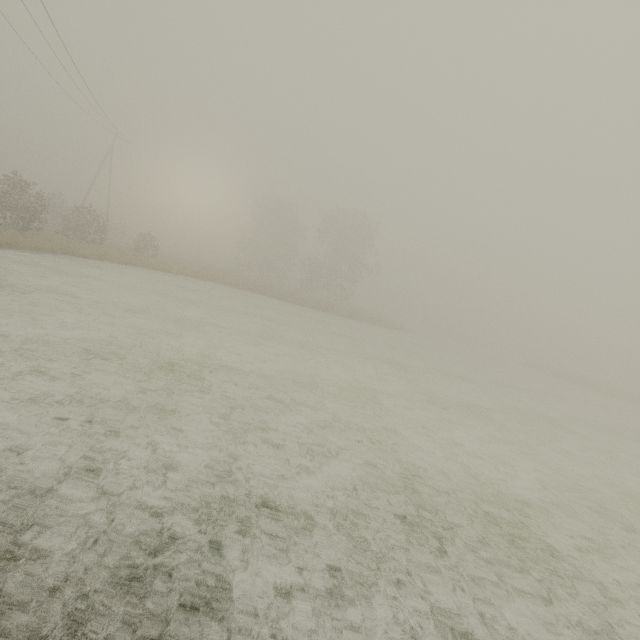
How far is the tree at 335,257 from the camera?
44.0m

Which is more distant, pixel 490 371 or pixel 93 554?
pixel 490 371

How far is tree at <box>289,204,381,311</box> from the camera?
44.0 meters
